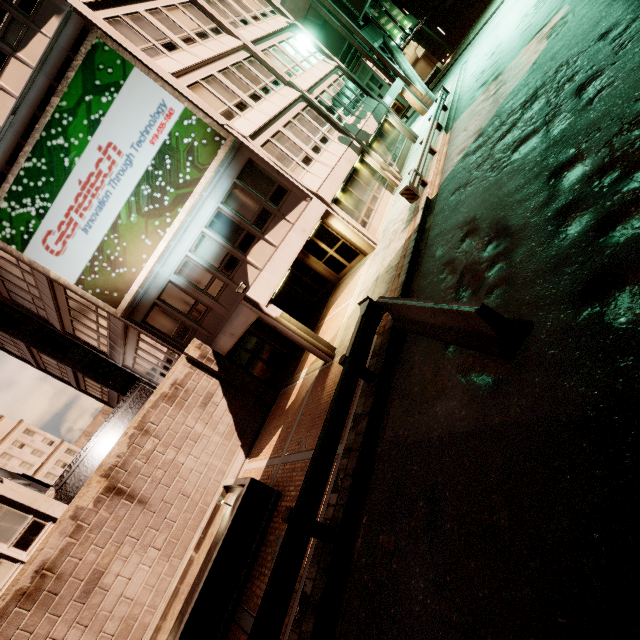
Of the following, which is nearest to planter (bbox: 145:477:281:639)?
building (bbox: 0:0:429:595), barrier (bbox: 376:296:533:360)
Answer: building (bbox: 0:0:429:595)

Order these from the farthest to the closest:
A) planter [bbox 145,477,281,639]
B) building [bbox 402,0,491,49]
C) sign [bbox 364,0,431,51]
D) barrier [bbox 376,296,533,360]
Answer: building [bbox 402,0,491,49]
sign [bbox 364,0,431,51]
planter [bbox 145,477,281,639]
barrier [bbox 376,296,533,360]

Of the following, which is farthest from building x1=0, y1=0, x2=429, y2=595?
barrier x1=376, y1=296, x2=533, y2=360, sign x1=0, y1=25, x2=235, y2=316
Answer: barrier x1=376, y1=296, x2=533, y2=360

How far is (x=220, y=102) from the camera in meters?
14.4 m

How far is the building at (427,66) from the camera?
50.8m

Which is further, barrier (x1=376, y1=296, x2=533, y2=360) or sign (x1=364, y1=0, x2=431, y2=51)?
sign (x1=364, y1=0, x2=431, y2=51)

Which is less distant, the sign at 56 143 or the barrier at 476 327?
the barrier at 476 327

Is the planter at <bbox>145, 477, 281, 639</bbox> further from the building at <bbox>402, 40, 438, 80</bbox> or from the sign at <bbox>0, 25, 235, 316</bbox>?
the building at <bbox>402, 40, 438, 80</bbox>
